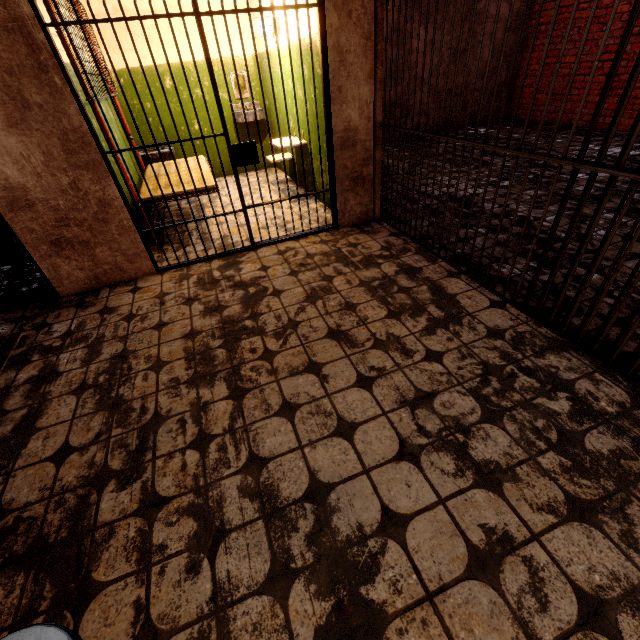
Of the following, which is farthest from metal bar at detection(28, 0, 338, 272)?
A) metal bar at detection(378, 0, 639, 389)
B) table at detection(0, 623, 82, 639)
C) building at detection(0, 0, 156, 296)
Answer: table at detection(0, 623, 82, 639)

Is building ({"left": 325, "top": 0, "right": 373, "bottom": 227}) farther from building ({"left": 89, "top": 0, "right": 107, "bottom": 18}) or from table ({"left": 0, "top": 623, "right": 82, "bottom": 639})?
table ({"left": 0, "top": 623, "right": 82, "bottom": 639})

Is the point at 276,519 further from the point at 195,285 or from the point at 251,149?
the point at 251,149

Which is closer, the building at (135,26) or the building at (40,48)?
the building at (40,48)

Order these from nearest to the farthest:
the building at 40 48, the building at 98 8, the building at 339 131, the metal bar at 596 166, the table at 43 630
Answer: the table at 43 630, the metal bar at 596 166, the building at 40 48, the building at 339 131, the building at 98 8

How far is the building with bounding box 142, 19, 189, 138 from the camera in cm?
487

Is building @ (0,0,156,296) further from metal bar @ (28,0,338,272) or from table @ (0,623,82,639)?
table @ (0,623,82,639)

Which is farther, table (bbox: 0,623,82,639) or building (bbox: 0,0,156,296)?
building (bbox: 0,0,156,296)
